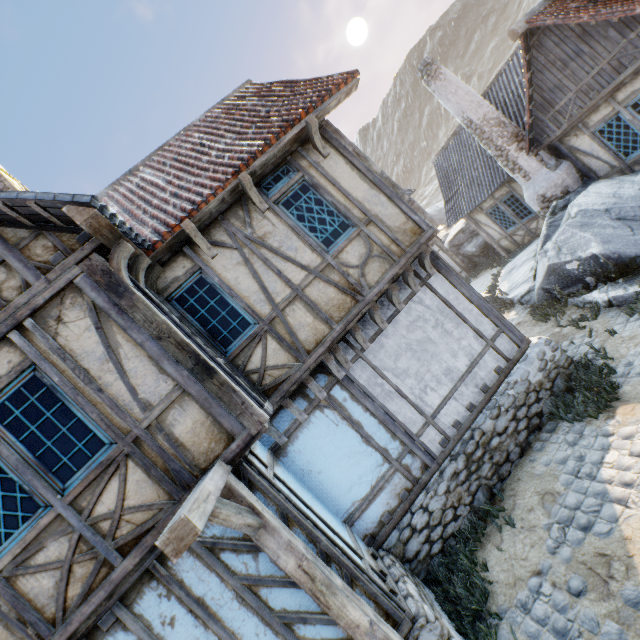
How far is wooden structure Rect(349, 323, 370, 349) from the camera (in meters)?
→ 5.65

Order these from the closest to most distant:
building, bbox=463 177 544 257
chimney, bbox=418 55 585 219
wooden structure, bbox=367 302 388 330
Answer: wooden structure, bbox=367 302 388 330 → chimney, bbox=418 55 585 219 → building, bbox=463 177 544 257

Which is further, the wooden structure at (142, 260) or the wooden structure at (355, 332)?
the wooden structure at (355, 332)

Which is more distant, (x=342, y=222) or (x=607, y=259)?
(x=607, y=259)

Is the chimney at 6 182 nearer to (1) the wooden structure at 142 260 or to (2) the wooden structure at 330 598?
(1) the wooden structure at 142 260

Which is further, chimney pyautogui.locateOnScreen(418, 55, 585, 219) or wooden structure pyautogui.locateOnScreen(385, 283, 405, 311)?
chimney pyautogui.locateOnScreen(418, 55, 585, 219)

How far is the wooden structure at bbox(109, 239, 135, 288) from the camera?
4.0 meters

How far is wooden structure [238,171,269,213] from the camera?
5.16m
